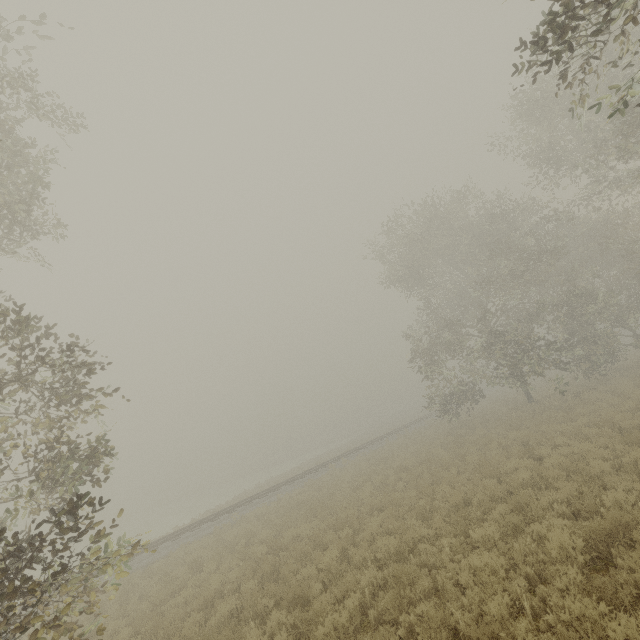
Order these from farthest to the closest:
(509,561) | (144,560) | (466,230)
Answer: (466,230) → (144,560) → (509,561)
